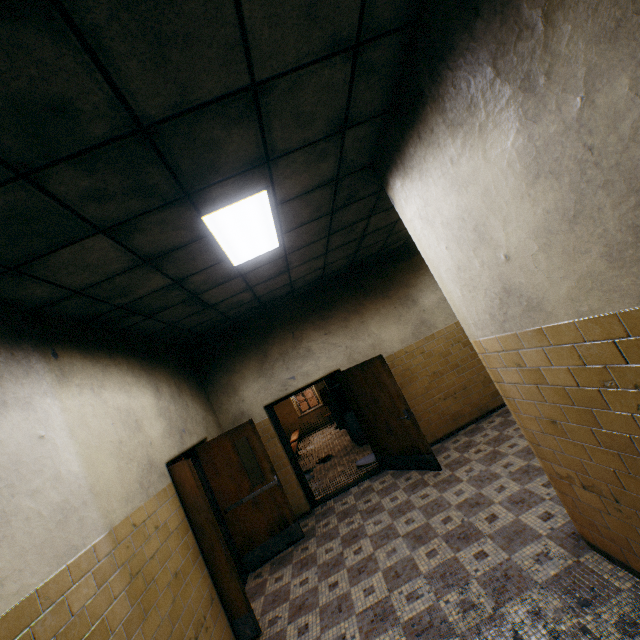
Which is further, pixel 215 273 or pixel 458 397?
pixel 458 397

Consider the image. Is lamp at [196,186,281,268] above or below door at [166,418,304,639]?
above

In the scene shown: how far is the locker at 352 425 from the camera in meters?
8.8

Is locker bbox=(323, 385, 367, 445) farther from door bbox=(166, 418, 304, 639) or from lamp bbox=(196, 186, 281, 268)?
lamp bbox=(196, 186, 281, 268)

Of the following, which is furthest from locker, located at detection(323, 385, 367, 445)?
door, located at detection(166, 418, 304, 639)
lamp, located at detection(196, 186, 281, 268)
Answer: lamp, located at detection(196, 186, 281, 268)

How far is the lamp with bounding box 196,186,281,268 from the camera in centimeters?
282cm

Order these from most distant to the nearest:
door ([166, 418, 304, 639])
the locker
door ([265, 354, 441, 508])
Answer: the locker
door ([265, 354, 441, 508])
door ([166, 418, 304, 639])

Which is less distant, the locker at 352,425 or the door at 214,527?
the door at 214,527
